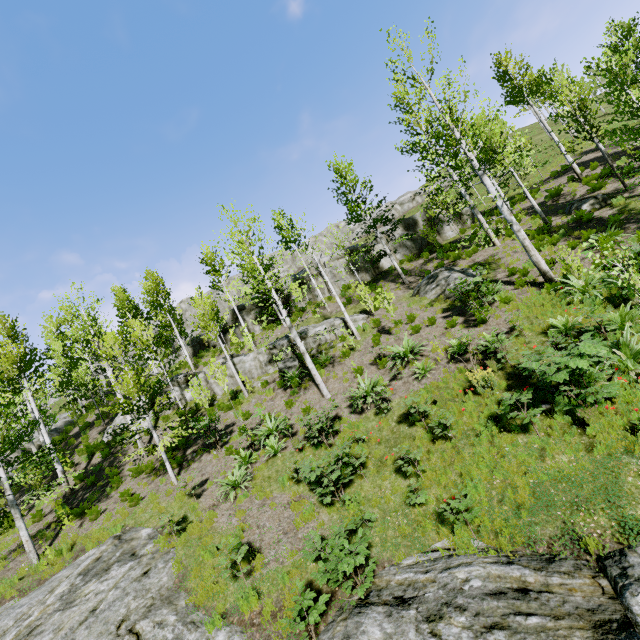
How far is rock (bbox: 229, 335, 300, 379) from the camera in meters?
18.2 m

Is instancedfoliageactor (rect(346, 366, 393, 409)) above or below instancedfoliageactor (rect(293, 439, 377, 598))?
above

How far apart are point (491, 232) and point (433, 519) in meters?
11.5

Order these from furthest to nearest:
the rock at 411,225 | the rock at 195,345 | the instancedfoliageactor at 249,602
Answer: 1. the rock at 195,345
2. the rock at 411,225
3. the instancedfoliageactor at 249,602

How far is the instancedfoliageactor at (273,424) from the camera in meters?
12.4 m

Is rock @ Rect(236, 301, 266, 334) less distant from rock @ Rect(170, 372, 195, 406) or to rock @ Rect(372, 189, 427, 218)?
rock @ Rect(170, 372, 195, 406)

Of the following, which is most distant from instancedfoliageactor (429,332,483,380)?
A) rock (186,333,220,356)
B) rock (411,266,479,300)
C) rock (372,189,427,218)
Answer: rock (372,189,427,218)

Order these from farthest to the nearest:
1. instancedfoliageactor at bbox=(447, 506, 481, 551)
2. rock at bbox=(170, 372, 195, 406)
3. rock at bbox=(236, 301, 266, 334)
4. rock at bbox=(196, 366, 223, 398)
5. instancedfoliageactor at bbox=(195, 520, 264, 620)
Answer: rock at bbox=(236, 301, 266, 334) < rock at bbox=(170, 372, 195, 406) < rock at bbox=(196, 366, 223, 398) < instancedfoliageactor at bbox=(195, 520, 264, 620) < instancedfoliageactor at bbox=(447, 506, 481, 551)
